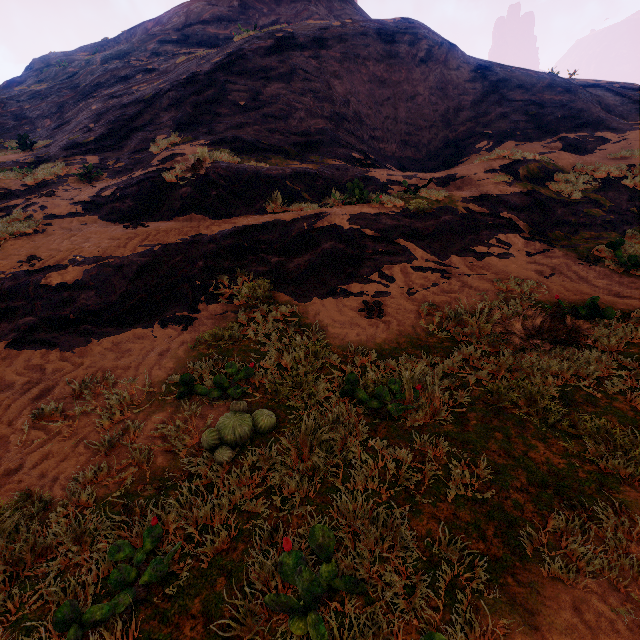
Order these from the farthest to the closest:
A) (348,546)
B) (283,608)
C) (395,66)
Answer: (395,66)
(348,546)
(283,608)
